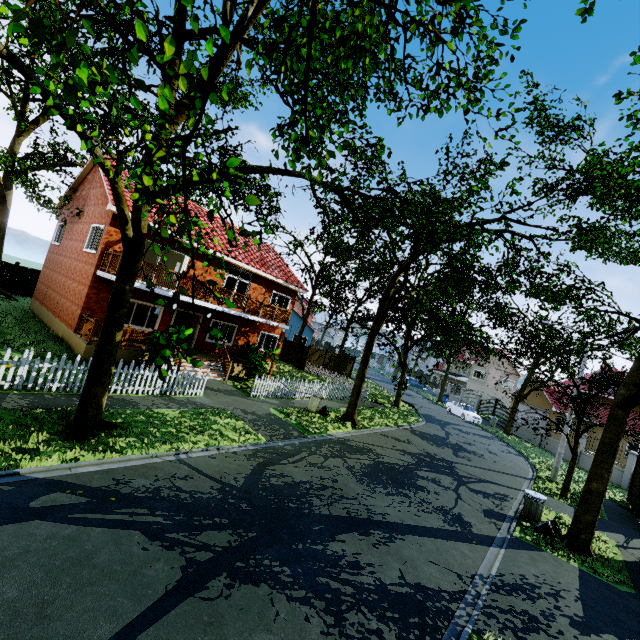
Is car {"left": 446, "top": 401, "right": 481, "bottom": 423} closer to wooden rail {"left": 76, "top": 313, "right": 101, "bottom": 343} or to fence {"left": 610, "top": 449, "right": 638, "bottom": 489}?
fence {"left": 610, "top": 449, "right": 638, "bottom": 489}

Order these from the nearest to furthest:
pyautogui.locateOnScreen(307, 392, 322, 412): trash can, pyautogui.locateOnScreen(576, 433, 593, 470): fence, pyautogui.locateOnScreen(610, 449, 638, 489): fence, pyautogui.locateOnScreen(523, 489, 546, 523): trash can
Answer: pyautogui.locateOnScreen(523, 489, 546, 523): trash can → pyautogui.locateOnScreen(307, 392, 322, 412): trash can → pyautogui.locateOnScreen(610, 449, 638, 489): fence → pyautogui.locateOnScreen(576, 433, 593, 470): fence

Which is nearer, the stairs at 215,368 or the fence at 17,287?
the stairs at 215,368

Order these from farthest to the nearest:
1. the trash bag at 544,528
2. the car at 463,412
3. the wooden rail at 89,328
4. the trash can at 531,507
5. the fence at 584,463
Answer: the car at 463,412, the fence at 584,463, the wooden rail at 89,328, the trash can at 531,507, the trash bag at 544,528

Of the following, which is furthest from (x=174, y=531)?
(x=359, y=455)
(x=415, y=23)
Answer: (x=415, y=23)

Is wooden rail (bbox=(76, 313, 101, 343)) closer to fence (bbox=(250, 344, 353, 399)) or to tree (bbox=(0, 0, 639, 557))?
fence (bbox=(250, 344, 353, 399))

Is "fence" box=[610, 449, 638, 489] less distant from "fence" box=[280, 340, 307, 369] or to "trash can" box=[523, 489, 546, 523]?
"fence" box=[280, 340, 307, 369]

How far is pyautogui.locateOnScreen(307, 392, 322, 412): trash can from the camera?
16.5 meters
